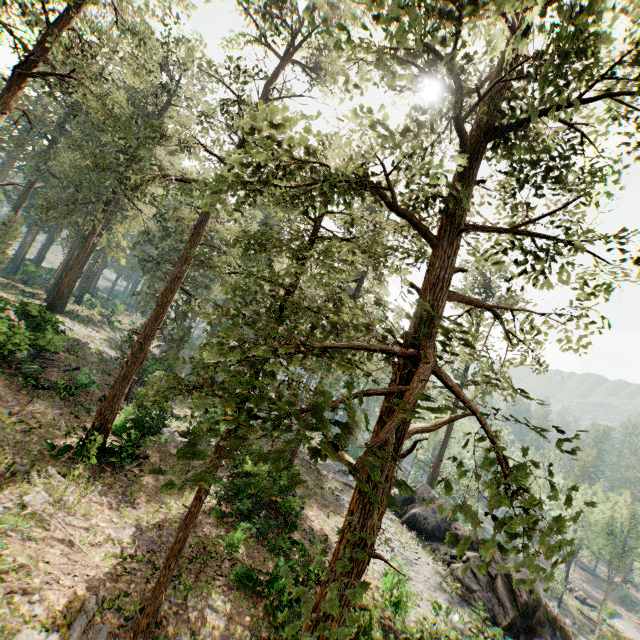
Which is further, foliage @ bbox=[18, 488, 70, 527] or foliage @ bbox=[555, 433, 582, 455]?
foliage @ bbox=[18, 488, 70, 527]

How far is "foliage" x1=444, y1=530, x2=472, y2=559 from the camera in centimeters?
328cm

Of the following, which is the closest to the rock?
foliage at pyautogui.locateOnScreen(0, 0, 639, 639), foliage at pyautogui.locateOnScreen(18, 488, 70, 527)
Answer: foliage at pyautogui.locateOnScreen(0, 0, 639, 639)

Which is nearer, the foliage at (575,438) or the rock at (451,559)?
the foliage at (575,438)

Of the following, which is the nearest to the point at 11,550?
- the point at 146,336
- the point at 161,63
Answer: the point at 146,336

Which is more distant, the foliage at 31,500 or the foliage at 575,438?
the foliage at 31,500

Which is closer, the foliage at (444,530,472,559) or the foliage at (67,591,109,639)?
the foliage at (444,530,472,559)

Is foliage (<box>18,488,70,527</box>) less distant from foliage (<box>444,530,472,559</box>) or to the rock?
foliage (<box>444,530,472,559</box>)
